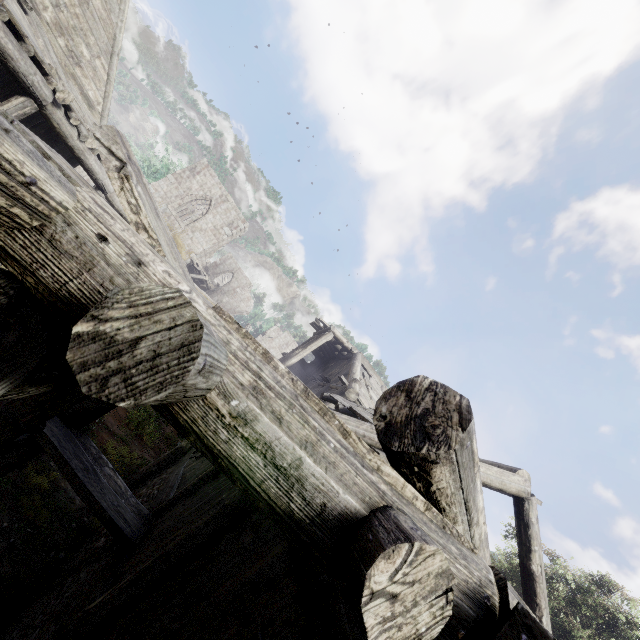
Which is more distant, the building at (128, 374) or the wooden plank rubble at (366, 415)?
the wooden plank rubble at (366, 415)

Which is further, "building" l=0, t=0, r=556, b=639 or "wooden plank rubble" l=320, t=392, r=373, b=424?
"wooden plank rubble" l=320, t=392, r=373, b=424

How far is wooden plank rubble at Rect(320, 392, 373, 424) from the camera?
8.0m

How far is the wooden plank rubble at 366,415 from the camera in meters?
8.0

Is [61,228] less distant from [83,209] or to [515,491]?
[83,209]
